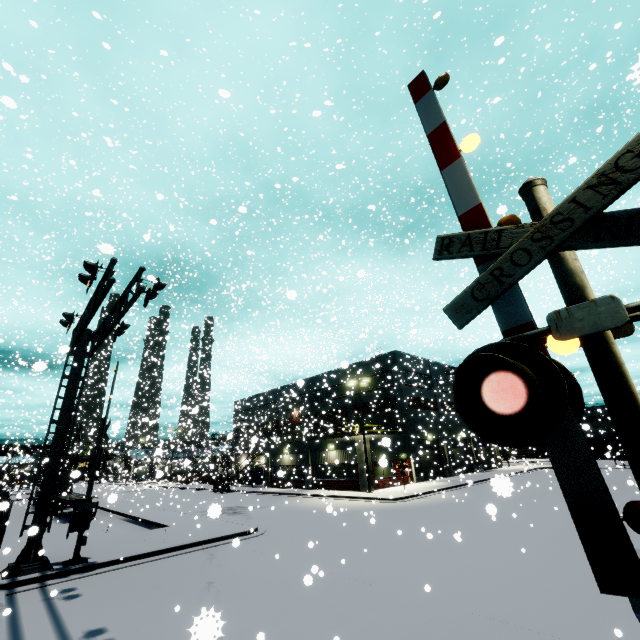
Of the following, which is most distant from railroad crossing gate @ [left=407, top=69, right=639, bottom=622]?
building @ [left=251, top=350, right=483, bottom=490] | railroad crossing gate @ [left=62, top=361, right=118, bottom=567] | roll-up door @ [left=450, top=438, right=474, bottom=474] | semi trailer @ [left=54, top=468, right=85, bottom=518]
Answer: semi trailer @ [left=54, top=468, right=85, bottom=518]

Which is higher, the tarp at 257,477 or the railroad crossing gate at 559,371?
the railroad crossing gate at 559,371

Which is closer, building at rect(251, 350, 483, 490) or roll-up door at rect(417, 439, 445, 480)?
building at rect(251, 350, 483, 490)

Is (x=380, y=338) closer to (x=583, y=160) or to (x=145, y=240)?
(x=583, y=160)

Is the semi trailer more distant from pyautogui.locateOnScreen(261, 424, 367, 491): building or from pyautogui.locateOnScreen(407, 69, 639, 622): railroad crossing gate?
pyautogui.locateOnScreen(407, 69, 639, 622): railroad crossing gate

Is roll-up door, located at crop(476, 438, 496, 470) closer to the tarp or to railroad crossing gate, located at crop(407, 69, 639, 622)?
the tarp

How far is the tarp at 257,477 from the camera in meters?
37.2 m

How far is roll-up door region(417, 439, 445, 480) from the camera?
36.6 meters
